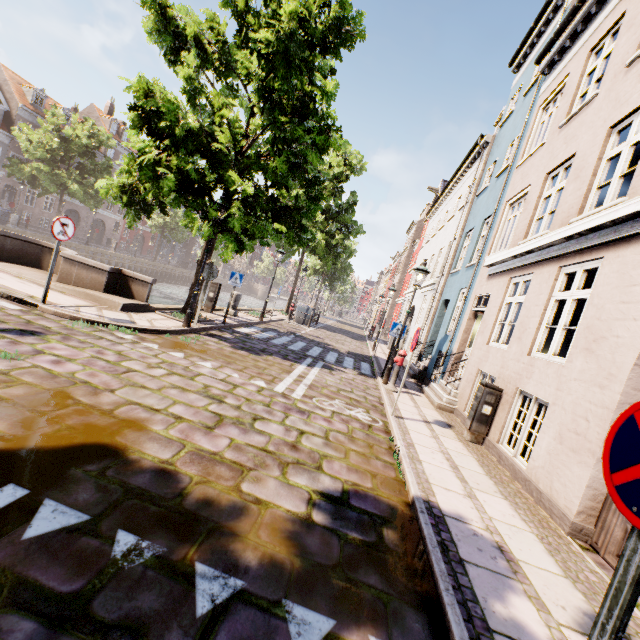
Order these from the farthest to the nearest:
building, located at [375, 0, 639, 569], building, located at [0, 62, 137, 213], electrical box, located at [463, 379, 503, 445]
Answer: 1. building, located at [0, 62, 137, 213]
2. electrical box, located at [463, 379, 503, 445]
3. building, located at [375, 0, 639, 569]

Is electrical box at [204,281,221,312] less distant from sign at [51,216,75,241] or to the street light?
sign at [51,216,75,241]

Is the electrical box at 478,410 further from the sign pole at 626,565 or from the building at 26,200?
the building at 26,200

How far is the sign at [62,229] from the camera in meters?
6.7

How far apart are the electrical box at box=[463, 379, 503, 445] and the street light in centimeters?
315cm

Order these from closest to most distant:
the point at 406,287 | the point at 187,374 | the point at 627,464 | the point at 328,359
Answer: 1. the point at 627,464
2. the point at 187,374
3. the point at 328,359
4. the point at 406,287

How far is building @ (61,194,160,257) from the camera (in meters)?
39.41

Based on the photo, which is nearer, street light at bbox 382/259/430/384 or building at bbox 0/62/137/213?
street light at bbox 382/259/430/384
